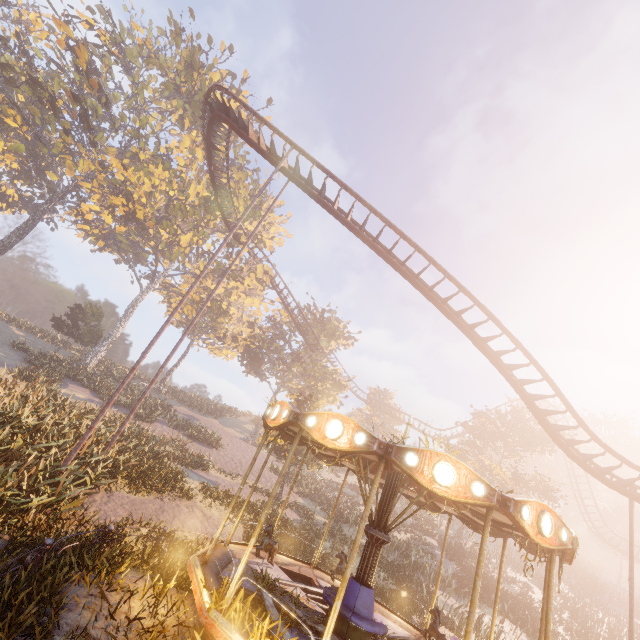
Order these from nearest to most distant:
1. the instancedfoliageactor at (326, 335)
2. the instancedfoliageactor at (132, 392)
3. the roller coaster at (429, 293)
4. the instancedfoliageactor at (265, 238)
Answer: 1. the roller coaster at (429, 293)
2. the instancedfoliageactor at (132, 392)
3. the instancedfoliageactor at (326, 335)
4. the instancedfoliageactor at (265, 238)

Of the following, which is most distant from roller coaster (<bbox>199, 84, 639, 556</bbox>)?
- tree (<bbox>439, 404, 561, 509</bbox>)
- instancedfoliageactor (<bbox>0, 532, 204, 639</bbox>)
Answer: instancedfoliageactor (<bbox>0, 532, 204, 639</bbox>)

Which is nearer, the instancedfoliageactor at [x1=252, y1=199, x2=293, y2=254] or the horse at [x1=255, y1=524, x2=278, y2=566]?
the horse at [x1=255, y1=524, x2=278, y2=566]

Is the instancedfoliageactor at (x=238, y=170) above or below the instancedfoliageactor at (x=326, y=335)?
above

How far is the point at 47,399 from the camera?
15.6m

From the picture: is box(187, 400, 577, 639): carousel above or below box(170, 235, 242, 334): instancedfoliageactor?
below

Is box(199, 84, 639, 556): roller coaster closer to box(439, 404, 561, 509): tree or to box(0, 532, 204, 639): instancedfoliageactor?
box(439, 404, 561, 509): tree

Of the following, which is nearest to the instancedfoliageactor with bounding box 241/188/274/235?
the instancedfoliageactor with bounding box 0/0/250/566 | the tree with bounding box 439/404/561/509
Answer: the instancedfoliageactor with bounding box 0/0/250/566
